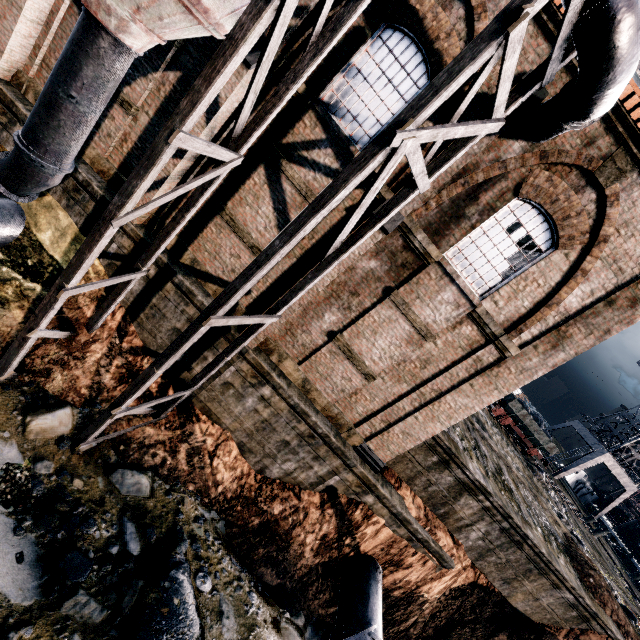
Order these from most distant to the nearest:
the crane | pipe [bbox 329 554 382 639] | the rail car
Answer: the crane < the rail car < pipe [bbox 329 554 382 639]

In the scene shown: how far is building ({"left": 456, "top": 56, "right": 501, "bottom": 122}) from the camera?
8.4 meters

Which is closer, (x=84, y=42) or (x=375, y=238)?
(x=84, y=42)

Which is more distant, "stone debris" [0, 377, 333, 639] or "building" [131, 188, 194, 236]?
"building" [131, 188, 194, 236]

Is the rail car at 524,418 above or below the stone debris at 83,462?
above

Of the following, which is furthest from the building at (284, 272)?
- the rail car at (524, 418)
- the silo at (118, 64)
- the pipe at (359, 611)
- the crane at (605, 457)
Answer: the crane at (605, 457)

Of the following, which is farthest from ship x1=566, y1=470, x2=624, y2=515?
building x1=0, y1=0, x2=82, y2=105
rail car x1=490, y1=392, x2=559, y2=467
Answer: building x1=0, y1=0, x2=82, y2=105
